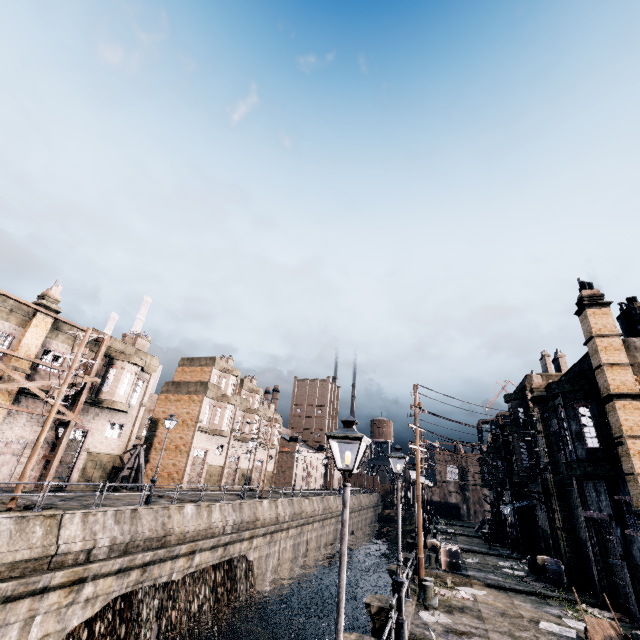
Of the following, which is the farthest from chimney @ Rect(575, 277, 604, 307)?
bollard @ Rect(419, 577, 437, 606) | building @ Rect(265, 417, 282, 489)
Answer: building @ Rect(265, 417, 282, 489)

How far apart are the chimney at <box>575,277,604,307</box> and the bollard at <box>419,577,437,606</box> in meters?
15.7

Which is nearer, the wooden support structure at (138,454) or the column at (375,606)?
the column at (375,606)

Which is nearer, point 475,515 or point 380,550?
point 380,550

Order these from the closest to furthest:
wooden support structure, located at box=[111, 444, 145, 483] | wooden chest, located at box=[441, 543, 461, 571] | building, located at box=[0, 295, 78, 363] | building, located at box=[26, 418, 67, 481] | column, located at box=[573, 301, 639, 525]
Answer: column, located at box=[573, 301, 639, 525] → wooden chest, located at box=[441, 543, 461, 571] → building, located at box=[0, 295, 78, 363] → building, located at box=[26, 418, 67, 481] → wooden support structure, located at box=[111, 444, 145, 483]

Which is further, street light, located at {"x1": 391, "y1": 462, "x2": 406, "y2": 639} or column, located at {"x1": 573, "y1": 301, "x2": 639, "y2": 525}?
column, located at {"x1": 573, "y1": 301, "x2": 639, "y2": 525}

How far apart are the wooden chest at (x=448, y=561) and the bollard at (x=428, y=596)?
6.9 meters

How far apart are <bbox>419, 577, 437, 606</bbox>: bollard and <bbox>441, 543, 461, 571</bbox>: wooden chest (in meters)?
6.86
